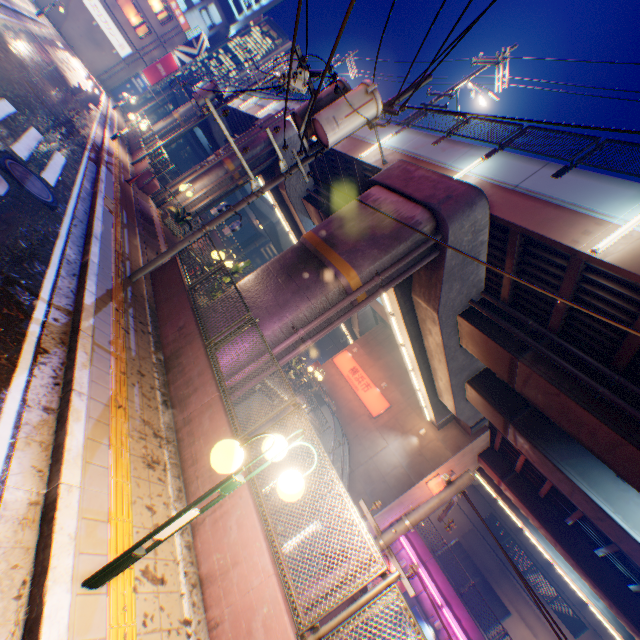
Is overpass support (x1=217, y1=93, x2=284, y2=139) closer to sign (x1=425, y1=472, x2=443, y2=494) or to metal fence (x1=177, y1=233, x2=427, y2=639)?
metal fence (x1=177, y1=233, x2=427, y2=639)

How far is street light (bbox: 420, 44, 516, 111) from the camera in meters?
15.9 m

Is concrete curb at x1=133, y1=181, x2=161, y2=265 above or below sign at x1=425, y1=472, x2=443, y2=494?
below

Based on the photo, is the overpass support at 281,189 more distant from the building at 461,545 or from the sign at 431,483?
the building at 461,545

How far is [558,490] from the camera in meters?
18.0 m

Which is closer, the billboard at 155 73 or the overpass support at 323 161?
the overpass support at 323 161

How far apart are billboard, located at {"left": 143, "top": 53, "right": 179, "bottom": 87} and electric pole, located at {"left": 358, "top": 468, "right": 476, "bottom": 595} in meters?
52.8

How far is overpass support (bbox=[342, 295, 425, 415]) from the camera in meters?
15.6 m
